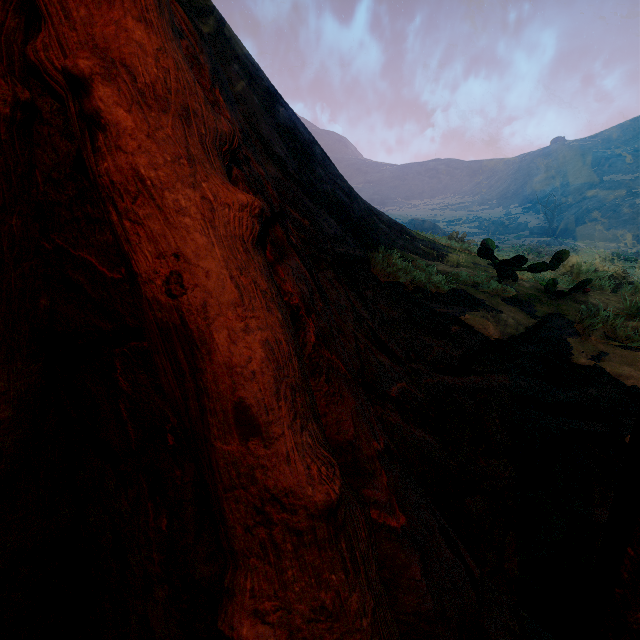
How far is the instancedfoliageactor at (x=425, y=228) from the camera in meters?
8.3 m

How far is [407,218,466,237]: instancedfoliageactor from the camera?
8.3m

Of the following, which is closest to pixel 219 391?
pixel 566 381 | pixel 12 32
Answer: pixel 12 32

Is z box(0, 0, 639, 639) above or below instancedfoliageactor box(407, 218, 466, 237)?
below

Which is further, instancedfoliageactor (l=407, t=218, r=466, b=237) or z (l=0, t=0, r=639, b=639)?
instancedfoliageactor (l=407, t=218, r=466, b=237)

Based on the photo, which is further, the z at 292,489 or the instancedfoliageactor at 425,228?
the instancedfoliageactor at 425,228
